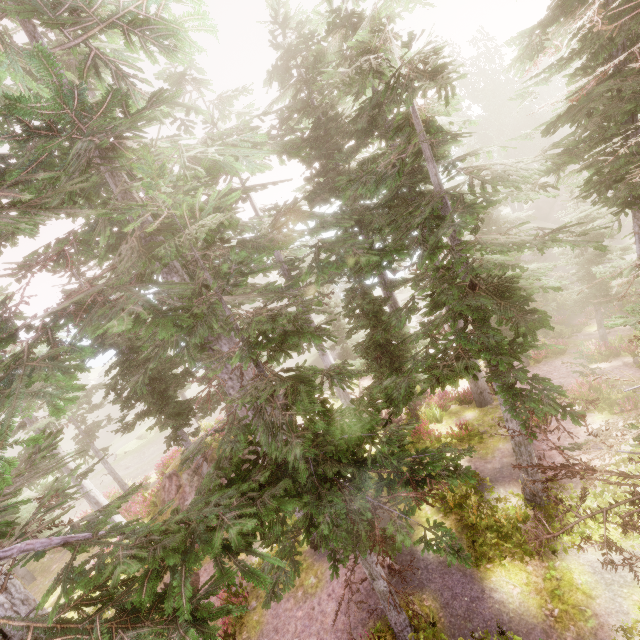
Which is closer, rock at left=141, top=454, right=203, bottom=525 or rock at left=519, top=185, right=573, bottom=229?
rock at left=141, top=454, right=203, bottom=525

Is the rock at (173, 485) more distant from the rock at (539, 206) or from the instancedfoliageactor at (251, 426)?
the rock at (539, 206)

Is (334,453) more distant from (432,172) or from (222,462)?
(432,172)

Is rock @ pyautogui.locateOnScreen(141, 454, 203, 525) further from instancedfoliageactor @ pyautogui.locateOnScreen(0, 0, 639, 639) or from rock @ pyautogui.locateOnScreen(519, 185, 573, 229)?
rock @ pyautogui.locateOnScreen(519, 185, 573, 229)

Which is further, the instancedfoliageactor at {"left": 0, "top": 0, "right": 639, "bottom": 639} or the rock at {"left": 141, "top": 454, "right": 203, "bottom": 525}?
the rock at {"left": 141, "top": 454, "right": 203, "bottom": 525}

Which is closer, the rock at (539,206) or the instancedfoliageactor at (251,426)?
the instancedfoliageactor at (251,426)

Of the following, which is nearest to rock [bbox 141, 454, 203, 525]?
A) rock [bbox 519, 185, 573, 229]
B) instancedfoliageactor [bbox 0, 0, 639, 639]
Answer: instancedfoliageactor [bbox 0, 0, 639, 639]
